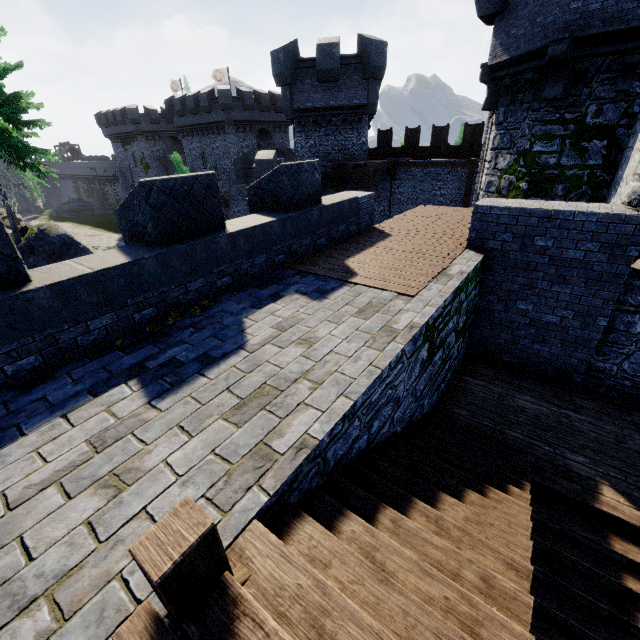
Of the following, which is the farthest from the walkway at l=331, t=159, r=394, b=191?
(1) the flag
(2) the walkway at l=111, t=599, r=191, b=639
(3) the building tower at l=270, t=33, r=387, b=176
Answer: (1) the flag

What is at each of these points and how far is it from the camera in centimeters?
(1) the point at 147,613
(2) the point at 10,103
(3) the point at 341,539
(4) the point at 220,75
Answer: (1) walkway, 177cm
(2) tree, 1538cm
(3) stairs, 257cm
(4) flag, 4388cm

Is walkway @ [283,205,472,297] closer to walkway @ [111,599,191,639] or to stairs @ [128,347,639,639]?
stairs @ [128,347,639,639]

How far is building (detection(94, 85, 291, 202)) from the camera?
35.1 meters

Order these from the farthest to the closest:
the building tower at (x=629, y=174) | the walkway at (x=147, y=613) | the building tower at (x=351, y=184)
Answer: the building tower at (x=351, y=184), the building tower at (x=629, y=174), the walkway at (x=147, y=613)

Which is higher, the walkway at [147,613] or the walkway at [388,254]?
the walkway at [147,613]

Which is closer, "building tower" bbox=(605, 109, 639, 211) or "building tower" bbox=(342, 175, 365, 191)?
"building tower" bbox=(605, 109, 639, 211)

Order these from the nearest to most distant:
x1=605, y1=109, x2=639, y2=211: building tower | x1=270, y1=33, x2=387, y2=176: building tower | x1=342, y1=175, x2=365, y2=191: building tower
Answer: x1=605, y1=109, x2=639, y2=211: building tower < x1=270, y1=33, x2=387, y2=176: building tower < x1=342, y1=175, x2=365, y2=191: building tower
